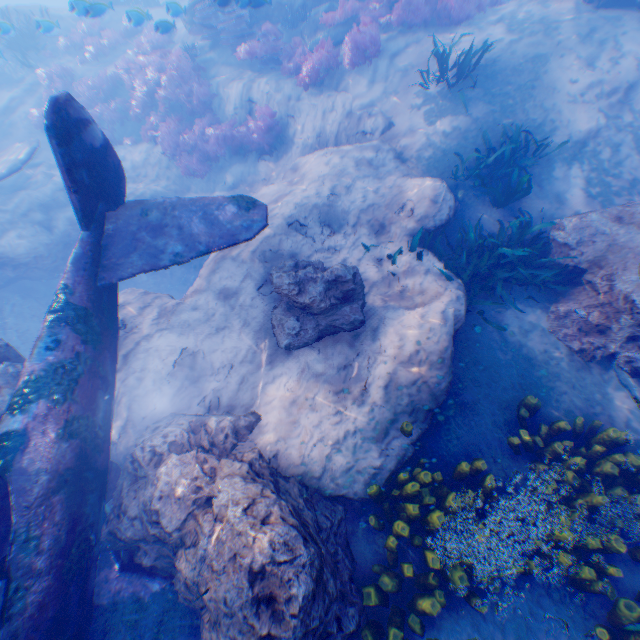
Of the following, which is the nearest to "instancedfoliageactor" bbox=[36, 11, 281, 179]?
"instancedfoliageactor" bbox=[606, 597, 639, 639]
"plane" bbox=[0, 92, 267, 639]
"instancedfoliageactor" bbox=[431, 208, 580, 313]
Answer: "plane" bbox=[0, 92, 267, 639]

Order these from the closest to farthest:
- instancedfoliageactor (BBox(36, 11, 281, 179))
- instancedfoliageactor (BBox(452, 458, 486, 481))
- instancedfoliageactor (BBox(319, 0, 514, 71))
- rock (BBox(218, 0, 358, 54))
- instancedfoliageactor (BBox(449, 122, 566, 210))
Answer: instancedfoliageactor (BBox(452, 458, 486, 481)) < instancedfoliageactor (BBox(449, 122, 566, 210)) < rock (BBox(218, 0, 358, 54)) < instancedfoliageactor (BBox(319, 0, 514, 71)) < instancedfoliageactor (BBox(36, 11, 281, 179))

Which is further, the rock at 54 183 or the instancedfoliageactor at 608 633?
the rock at 54 183

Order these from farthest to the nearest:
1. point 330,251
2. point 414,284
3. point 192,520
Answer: point 330,251 → point 414,284 → point 192,520

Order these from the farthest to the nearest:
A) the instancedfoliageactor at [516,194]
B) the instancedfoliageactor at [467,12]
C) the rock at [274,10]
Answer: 1. the instancedfoliageactor at [467,12]
2. the rock at [274,10]
3. the instancedfoliageactor at [516,194]

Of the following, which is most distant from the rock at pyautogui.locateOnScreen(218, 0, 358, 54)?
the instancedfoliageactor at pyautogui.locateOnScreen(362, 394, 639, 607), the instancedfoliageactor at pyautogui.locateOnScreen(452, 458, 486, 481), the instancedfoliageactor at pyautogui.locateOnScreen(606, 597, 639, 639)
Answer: the instancedfoliageactor at pyautogui.locateOnScreen(606, 597, 639, 639)

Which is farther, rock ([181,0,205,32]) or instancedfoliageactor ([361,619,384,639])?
rock ([181,0,205,32])

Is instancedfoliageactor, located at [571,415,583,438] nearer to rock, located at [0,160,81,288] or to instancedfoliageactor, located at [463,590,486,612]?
instancedfoliageactor, located at [463,590,486,612]
